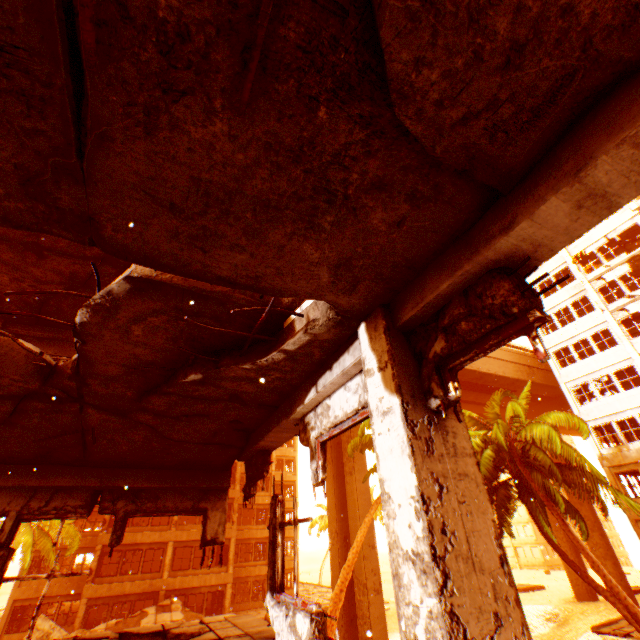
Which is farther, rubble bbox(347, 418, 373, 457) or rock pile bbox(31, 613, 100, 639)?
rubble bbox(347, 418, 373, 457)

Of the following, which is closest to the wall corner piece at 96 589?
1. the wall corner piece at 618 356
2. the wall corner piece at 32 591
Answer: the wall corner piece at 32 591

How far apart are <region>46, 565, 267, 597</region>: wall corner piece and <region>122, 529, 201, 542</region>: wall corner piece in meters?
2.1

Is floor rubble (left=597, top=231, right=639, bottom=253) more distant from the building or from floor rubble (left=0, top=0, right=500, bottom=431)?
the building

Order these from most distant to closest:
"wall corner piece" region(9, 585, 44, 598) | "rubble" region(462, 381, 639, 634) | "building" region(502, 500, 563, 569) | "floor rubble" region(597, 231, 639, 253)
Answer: "building" region(502, 500, 563, 569)
"floor rubble" region(597, 231, 639, 253)
"wall corner piece" region(9, 585, 44, 598)
"rubble" region(462, 381, 639, 634)

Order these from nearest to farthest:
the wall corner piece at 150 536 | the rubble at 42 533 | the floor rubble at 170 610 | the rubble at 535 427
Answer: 1. the rubble at 535 427
2. the rubble at 42 533
3. the floor rubble at 170 610
4. the wall corner piece at 150 536

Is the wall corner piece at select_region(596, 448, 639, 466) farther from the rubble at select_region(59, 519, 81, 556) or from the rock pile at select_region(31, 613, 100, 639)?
the rock pile at select_region(31, 613, 100, 639)

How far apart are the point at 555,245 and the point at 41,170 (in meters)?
2.88
